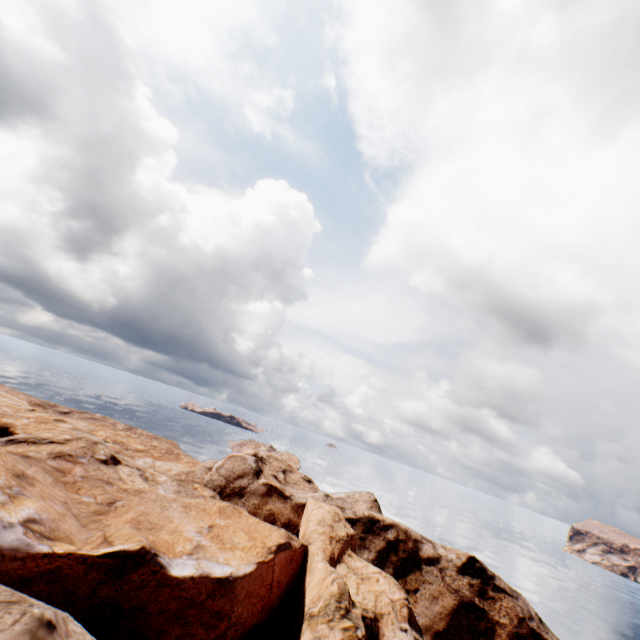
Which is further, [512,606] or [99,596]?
[512,606]
